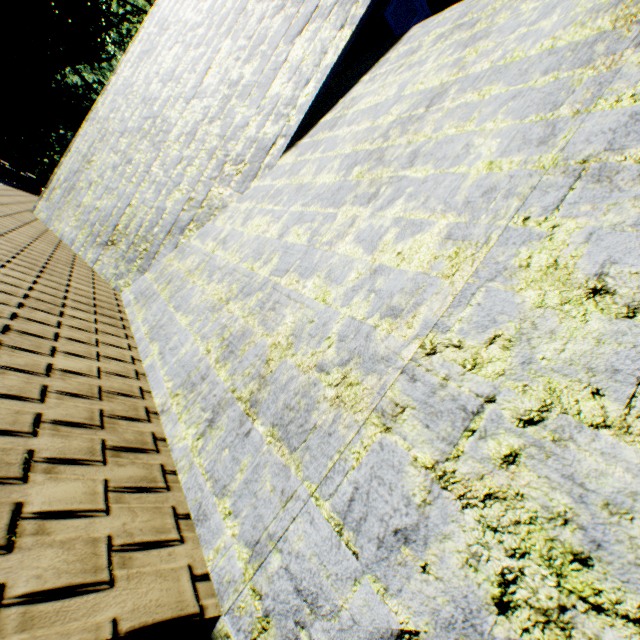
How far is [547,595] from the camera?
0.77m
